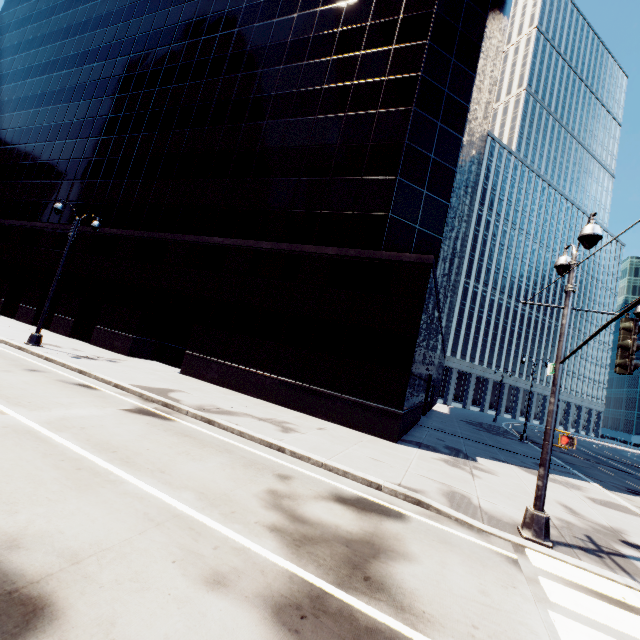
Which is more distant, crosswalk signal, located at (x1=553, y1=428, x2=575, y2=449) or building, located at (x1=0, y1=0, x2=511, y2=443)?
building, located at (x1=0, y1=0, x2=511, y2=443)

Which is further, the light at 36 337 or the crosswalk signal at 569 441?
the light at 36 337

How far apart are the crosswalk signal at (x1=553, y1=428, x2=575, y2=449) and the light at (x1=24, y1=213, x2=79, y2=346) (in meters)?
21.60

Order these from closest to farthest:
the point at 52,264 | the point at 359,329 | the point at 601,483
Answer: the point at 359,329 < the point at 601,483 < the point at 52,264

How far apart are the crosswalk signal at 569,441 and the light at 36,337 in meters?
21.6

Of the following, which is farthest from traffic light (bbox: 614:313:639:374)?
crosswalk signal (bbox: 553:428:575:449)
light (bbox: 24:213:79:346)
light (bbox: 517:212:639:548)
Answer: light (bbox: 24:213:79:346)

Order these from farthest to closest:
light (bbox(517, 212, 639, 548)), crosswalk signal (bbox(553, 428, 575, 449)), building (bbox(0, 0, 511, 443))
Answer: building (bbox(0, 0, 511, 443)) → crosswalk signal (bbox(553, 428, 575, 449)) → light (bbox(517, 212, 639, 548))

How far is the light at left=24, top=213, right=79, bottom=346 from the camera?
16.1 meters
